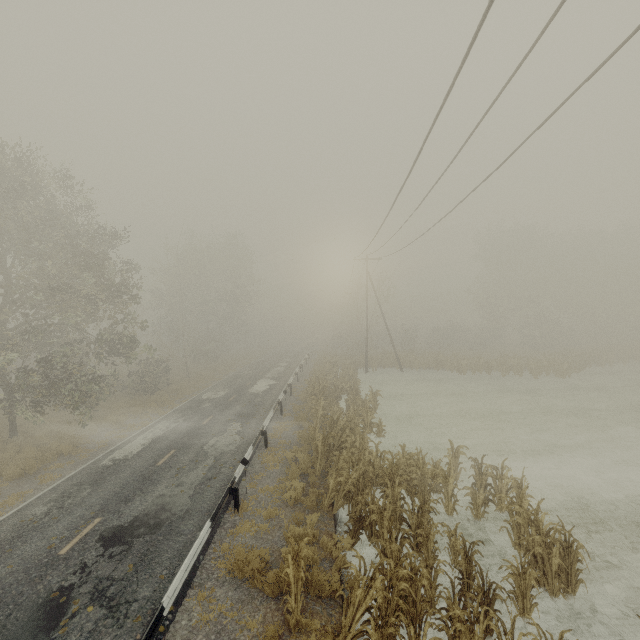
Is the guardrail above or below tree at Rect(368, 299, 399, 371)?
below

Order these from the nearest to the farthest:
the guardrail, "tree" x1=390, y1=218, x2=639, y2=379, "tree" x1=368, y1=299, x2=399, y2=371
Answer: the guardrail < "tree" x1=390, y1=218, x2=639, y2=379 < "tree" x1=368, y1=299, x2=399, y2=371

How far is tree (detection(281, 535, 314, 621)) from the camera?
6.5 meters

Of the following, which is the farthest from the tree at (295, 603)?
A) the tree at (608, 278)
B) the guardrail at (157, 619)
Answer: the tree at (608, 278)

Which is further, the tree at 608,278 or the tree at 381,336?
the tree at 381,336

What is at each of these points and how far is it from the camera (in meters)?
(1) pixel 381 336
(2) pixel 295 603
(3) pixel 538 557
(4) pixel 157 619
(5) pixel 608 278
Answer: (1) tree, 55.06
(2) tree, 6.75
(3) tree, 7.42
(4) guardrail, 5.98
(5) tree, 39.19

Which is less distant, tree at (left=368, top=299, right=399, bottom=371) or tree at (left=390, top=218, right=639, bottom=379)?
tree at (left=390, top=218, right=639, bottom=379)

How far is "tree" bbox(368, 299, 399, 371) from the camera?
35.4m
